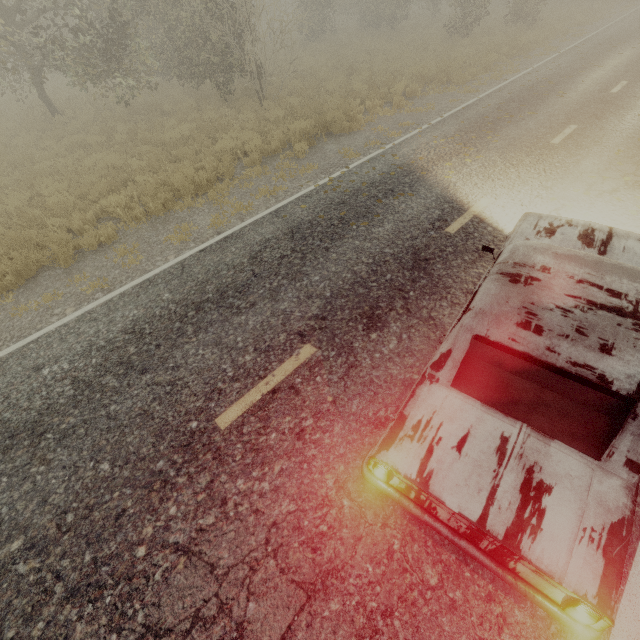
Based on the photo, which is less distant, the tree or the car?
the car

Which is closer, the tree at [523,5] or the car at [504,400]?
the car at [504,400]

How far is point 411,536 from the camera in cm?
283
